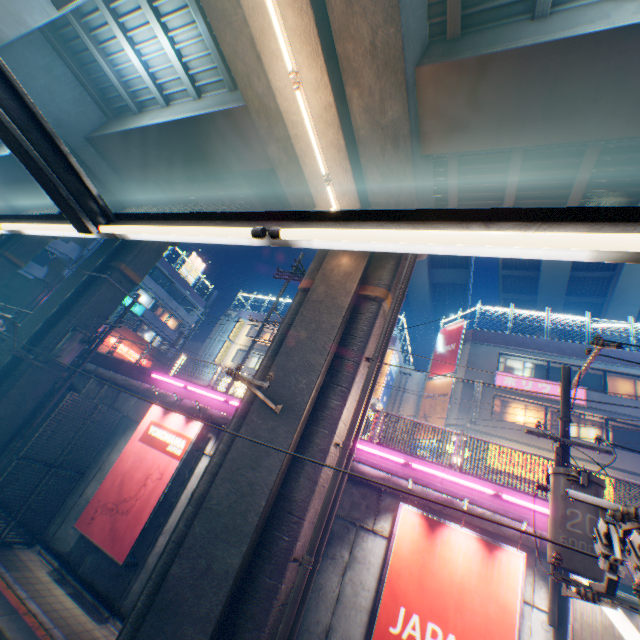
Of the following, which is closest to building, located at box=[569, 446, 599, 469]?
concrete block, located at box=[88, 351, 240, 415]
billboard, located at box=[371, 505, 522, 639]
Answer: concrete block, located at box=[88, 351, 240, 415]

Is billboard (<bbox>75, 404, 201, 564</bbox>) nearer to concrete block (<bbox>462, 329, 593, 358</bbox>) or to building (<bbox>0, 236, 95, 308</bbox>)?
building (<bbox>0, 236, 95, 308</bbox>)

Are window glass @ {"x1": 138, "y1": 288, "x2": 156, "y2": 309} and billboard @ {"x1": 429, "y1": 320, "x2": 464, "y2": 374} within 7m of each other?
no

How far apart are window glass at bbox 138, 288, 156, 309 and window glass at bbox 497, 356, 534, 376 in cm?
3647

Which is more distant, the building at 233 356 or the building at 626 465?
the building at 233 356

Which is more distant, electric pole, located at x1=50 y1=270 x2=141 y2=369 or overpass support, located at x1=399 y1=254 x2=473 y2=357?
overpass support, located at x1=399 y1=254 x2=473 y2=357

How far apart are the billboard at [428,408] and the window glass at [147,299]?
32.4m

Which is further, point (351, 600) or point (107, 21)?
point (107, 21)
